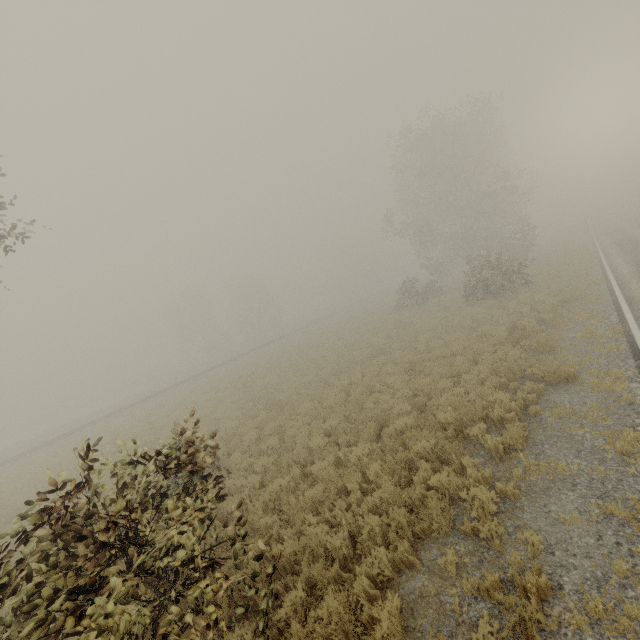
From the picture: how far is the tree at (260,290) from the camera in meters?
56.4 m

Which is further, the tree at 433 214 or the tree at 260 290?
the tree at 260 290

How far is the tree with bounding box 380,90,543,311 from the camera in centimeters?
2742cm

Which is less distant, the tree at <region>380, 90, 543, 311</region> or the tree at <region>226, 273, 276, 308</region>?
the tree at <region>380, 90, 543, 311</region>

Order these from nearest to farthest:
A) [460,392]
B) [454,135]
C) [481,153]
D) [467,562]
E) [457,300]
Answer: [467,562], [460,392], [457,300], [454,135], [481,153]
